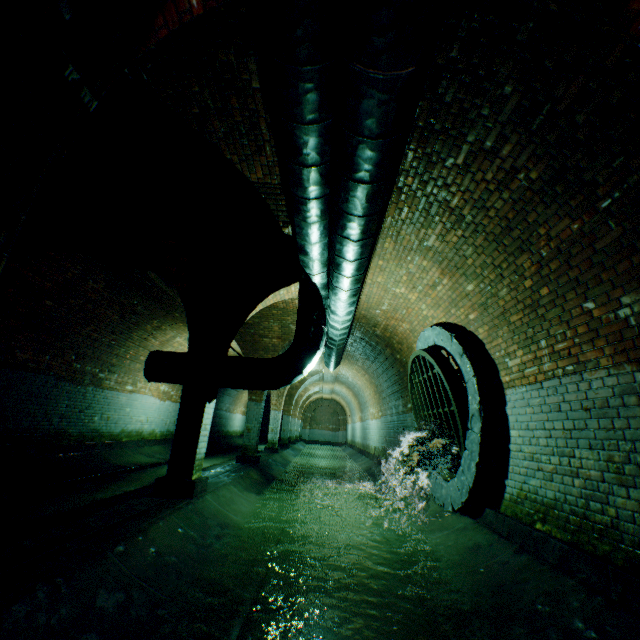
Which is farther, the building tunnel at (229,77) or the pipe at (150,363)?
the pipe at (150,363)

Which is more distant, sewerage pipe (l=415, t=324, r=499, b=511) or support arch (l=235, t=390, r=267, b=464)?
support arch (l=235, t=390, r=267, b=464)

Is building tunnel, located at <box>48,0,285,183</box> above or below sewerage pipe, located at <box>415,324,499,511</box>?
above

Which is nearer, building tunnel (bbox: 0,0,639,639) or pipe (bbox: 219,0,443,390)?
pipe (bbox: 219,0,443,390)

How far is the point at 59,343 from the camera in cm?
821

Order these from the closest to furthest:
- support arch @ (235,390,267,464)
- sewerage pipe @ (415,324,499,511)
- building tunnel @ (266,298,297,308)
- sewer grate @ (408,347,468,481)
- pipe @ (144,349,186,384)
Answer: sewerage pipe @ (415,324,499,511) < sewer grate @ (408,347,468,481) < pipe @ (144,349,186,384) < building tunnel @ (266,298,297,308) < support arch @ (235,390,267,464)

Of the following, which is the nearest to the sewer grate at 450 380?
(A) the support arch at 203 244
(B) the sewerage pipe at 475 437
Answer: (B) the sewerage pipe at 475 437

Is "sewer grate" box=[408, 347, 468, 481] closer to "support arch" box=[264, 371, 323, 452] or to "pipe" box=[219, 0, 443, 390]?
"pipe" box=[219, 0, 443, 390]
